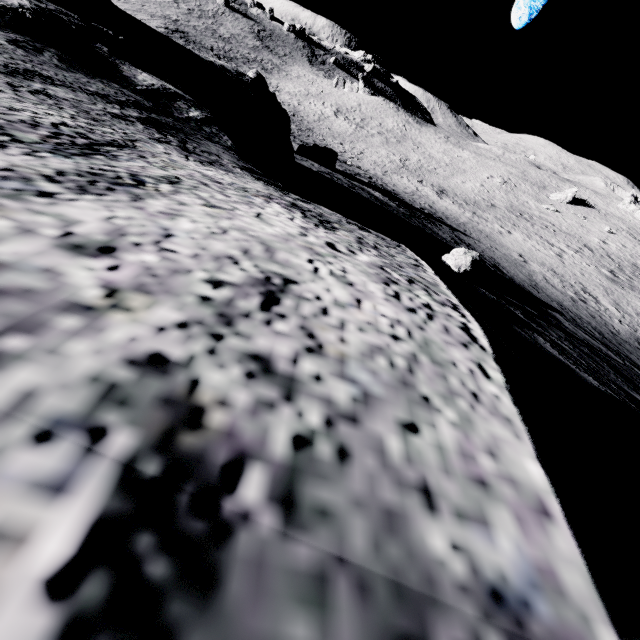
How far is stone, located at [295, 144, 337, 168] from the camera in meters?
17.9

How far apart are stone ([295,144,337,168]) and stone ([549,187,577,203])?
43.86m

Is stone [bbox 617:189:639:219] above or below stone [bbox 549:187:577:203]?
above

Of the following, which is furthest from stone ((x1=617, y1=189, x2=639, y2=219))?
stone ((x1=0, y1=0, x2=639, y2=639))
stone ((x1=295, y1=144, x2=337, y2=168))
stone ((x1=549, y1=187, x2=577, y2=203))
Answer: stone ((x1=0, y1=0, x2=639, y2=639))

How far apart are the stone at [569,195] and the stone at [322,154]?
43.86m

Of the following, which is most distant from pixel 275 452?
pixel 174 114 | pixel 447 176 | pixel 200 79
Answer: pixel 447 176

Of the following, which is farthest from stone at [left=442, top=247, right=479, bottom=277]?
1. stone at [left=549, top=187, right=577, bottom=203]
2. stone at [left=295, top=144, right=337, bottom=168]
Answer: stone at [left=549, top=187, right=577, bottom=203]

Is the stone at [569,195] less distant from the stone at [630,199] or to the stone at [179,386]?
the stone at [630,199]
